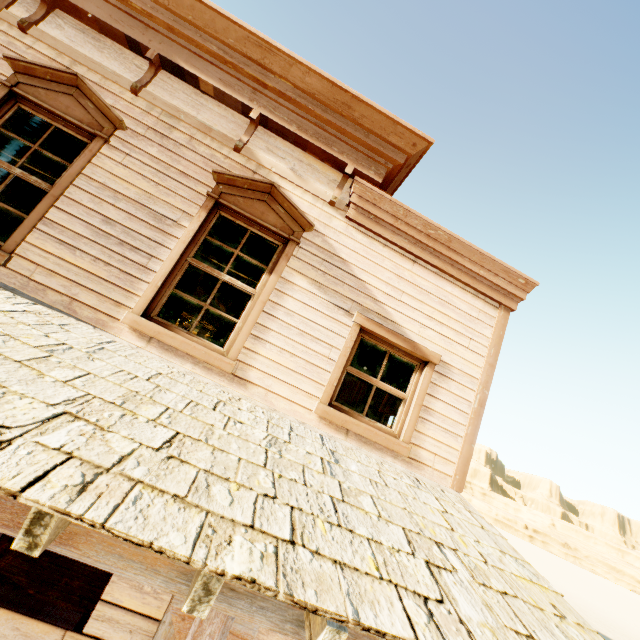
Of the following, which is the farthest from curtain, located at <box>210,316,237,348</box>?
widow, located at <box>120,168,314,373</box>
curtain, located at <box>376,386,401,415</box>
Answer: curtain, located at <box>376,386,401,415</box>

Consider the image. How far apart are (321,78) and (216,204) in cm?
210

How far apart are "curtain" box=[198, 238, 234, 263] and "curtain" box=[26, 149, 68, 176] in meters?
1.5 m

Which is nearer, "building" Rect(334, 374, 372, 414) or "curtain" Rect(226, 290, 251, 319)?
"curtain" Rect(226, 290, 251, 319)

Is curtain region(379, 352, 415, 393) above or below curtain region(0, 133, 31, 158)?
below

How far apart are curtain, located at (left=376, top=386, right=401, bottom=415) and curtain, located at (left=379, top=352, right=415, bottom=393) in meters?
1.4 m

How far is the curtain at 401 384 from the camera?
4.3m

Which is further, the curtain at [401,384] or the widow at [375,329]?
the curtain at [401,384]
